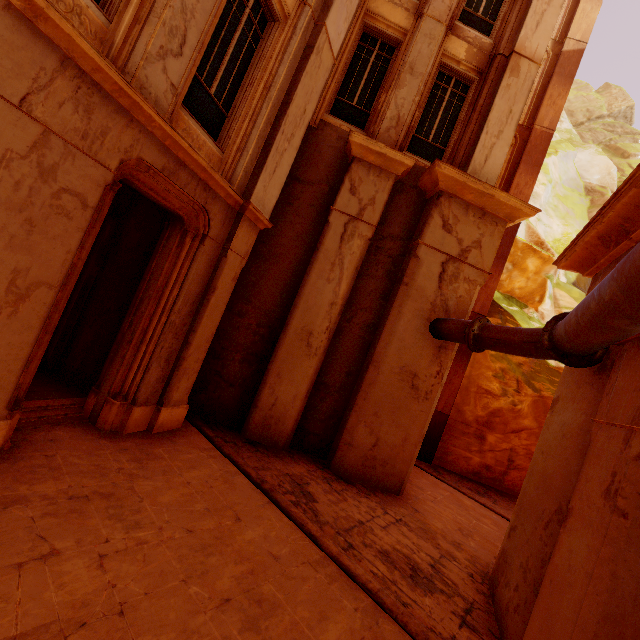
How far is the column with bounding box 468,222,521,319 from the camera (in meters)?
11.91

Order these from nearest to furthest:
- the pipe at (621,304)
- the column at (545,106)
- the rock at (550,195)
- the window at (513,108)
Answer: the pipe at (621,304) → the window at (513,108) → the column at (545,106) → the rock at (550,195)

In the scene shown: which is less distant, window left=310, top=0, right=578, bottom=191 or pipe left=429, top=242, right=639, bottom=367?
pipe left=429, top=242, right=639, bottom=367

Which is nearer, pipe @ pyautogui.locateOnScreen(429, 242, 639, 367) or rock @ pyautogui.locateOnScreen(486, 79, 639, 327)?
pipe @ pyautogui.locateOnScreen(429, 242, 639, 367)

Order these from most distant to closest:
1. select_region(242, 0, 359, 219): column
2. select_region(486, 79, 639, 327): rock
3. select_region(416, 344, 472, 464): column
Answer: select_region(486, 79, 639, 327): rock → select_region(416, 344, 472, 464): column → select_region(242, 0, 359, 219): column

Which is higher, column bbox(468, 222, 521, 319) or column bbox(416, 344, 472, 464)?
column bbox(468, 222, 521, 319)

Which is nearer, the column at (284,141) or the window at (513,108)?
the column at (284,141)

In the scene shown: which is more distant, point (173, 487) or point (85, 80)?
point (173, 487)
